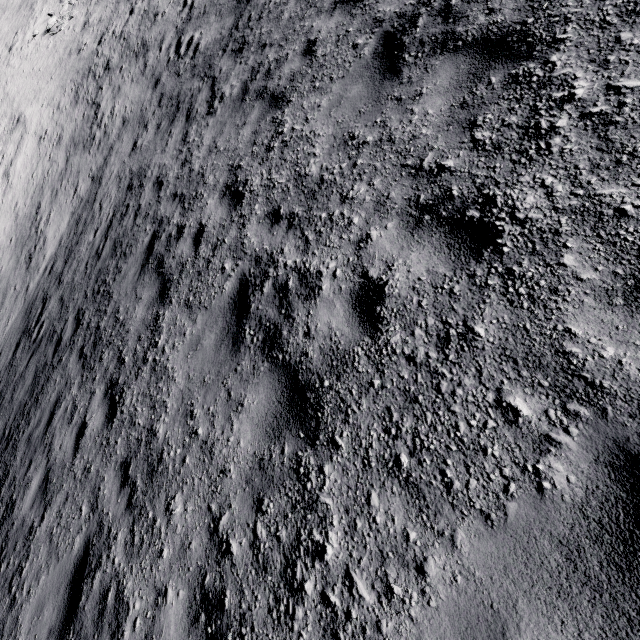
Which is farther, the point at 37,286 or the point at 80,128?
the point at 80,128
